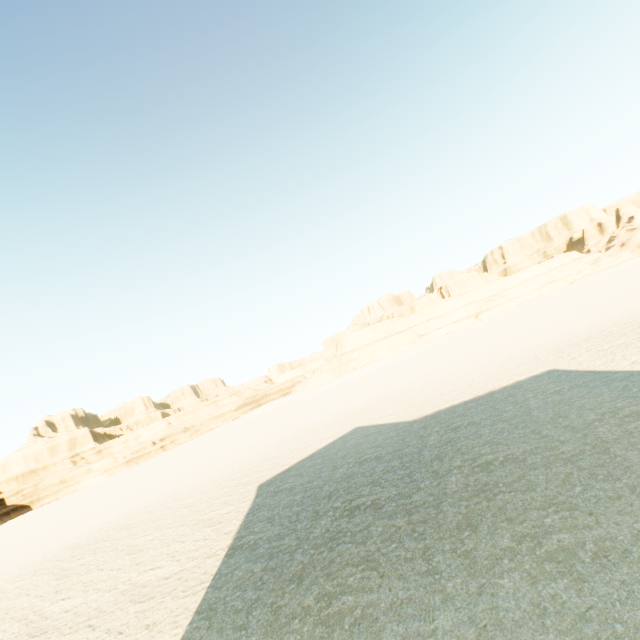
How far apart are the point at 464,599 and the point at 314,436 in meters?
17.3
